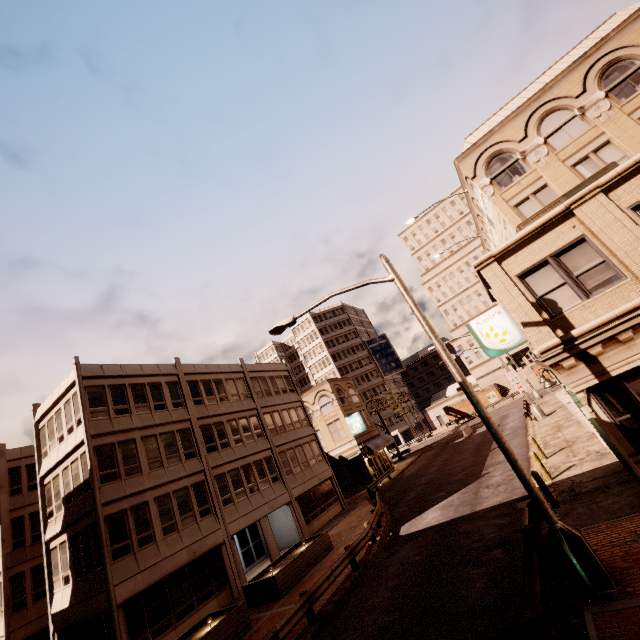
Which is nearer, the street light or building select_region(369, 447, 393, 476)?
the street light

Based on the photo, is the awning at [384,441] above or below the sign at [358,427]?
below

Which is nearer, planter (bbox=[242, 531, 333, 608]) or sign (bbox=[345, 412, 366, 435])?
planter (bbox=[242, 531, 333, 608])

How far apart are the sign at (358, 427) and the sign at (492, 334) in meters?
27.3

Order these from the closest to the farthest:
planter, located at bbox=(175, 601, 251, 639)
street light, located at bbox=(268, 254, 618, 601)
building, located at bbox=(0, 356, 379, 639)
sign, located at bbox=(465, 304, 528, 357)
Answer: street light, located at bbox=(268, 254, 618, 601), planter, located at bbox=(175, 601, 251, 639), sign, located at bbox=(465, 304, 528, 357), building, located at bbox=(0, 356, 379, 639)

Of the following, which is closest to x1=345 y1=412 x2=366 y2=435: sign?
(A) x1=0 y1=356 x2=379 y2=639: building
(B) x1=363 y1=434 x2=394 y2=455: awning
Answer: (A) x1=0 y1=356 x2=379 y2=639: building

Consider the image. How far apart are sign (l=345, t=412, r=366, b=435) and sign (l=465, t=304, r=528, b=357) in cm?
2728

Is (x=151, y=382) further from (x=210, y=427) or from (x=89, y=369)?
(x=210, y=427)
